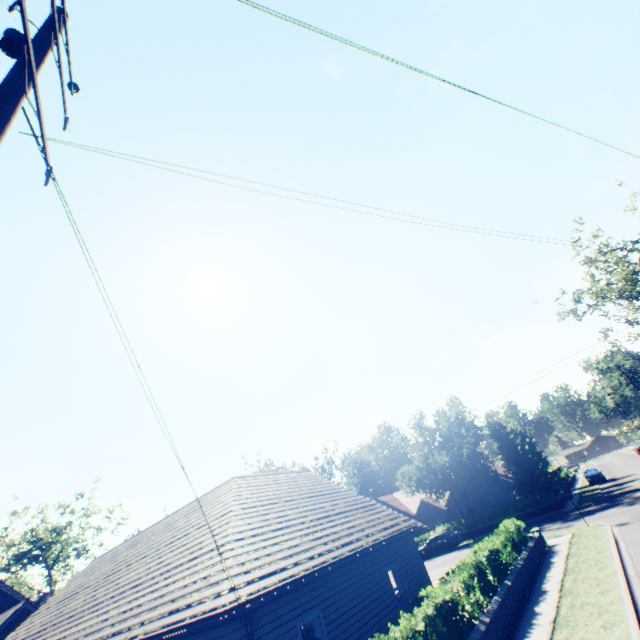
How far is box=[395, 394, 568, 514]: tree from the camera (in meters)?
34.84

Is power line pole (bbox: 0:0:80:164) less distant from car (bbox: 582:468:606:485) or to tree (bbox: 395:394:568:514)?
tree (bbox: 395:394:568:514)

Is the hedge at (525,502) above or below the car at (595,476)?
above

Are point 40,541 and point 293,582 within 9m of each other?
no

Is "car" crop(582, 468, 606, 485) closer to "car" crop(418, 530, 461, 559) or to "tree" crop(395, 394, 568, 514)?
"tree" crop(395, 394, 568, 514)

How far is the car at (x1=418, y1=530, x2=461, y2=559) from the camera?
31.5m

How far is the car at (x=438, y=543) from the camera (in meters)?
31.55

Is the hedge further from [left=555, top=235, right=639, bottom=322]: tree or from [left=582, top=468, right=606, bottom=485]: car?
[left=582, top=468, right=606, bottom=485]: car
